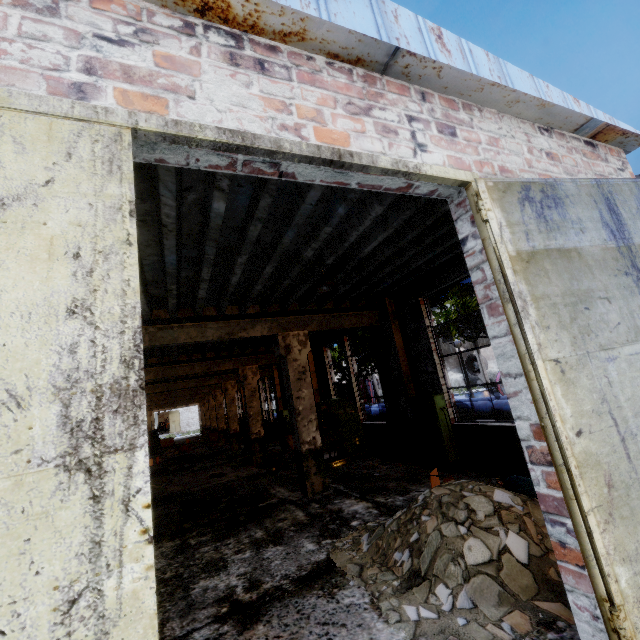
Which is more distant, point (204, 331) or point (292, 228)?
point (204, 331)

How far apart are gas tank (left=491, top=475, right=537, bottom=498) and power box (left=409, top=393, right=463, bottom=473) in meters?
2.6

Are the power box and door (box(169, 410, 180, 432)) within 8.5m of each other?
no

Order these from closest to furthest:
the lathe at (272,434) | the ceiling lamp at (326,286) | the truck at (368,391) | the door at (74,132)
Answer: the door at (74,132) < the ceiling lamp at (326,286) < the lathe at (272,434) < the truck at (368,391)

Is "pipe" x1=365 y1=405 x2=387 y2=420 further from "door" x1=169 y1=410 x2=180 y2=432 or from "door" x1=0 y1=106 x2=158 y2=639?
"door" x1=169 y1=410 x2=180 y2=432

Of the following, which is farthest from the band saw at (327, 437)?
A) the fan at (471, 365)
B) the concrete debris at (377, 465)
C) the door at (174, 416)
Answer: the door at (174, 416)

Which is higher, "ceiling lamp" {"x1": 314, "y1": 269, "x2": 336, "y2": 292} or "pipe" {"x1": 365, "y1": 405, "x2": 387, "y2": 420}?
"ceiling lamp" {"x1": 314, "y1": 269, "x2": 336, "y2": 292}

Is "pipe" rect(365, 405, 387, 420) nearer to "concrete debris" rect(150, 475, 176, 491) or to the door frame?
the door frame
